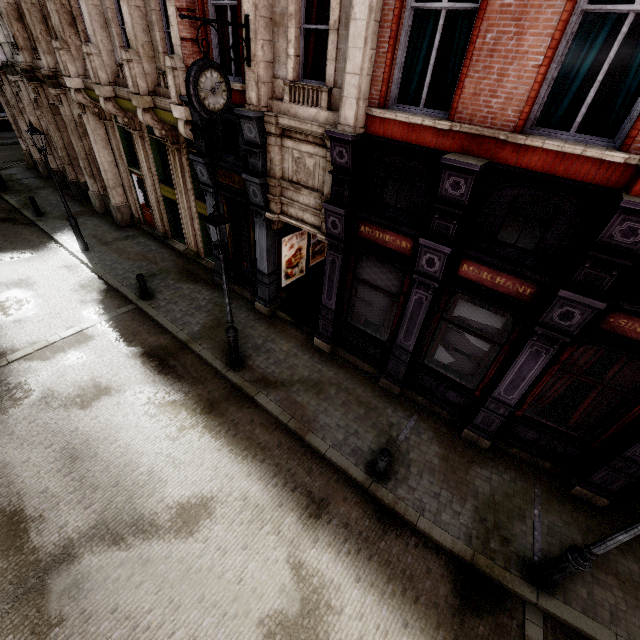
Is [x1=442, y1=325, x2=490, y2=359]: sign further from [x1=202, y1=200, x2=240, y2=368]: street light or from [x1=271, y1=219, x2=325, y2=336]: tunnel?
[x1=202, y1=200, x2=240, y2=368]: street light

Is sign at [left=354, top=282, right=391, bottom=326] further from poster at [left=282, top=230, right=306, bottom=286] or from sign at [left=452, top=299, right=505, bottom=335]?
poster at [left=282, top=230, right=306, bottom=286]

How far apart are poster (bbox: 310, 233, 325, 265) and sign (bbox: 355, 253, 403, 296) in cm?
377

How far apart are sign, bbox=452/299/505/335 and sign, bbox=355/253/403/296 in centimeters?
130cm

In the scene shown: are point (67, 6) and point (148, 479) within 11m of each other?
no

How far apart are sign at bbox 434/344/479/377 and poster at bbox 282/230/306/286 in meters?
5.9

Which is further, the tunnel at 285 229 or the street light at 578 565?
the tunnel at 285 229

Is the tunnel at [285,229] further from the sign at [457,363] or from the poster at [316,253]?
the sign at [457,363]
